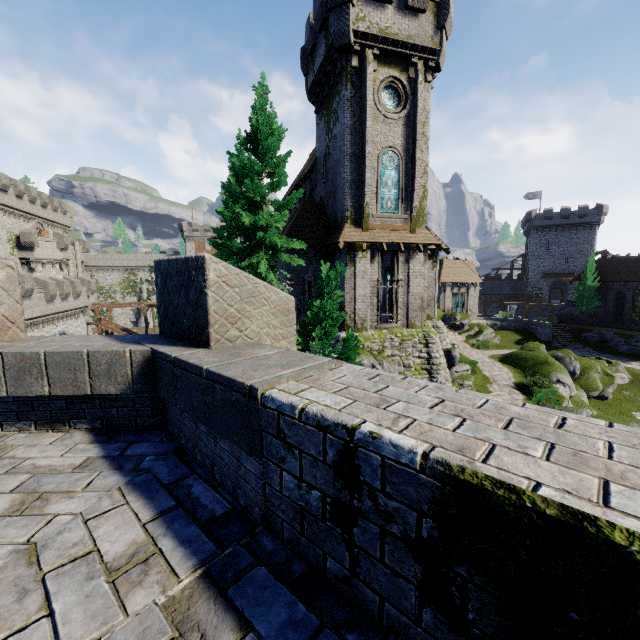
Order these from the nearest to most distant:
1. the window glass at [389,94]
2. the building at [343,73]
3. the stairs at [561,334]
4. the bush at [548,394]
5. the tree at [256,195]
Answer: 1. the tree at [256,195]
2. the building at [343,73]
3. the window glass at [389,94]
4. the bush at [548,394]
5. the stairs at [561,334]

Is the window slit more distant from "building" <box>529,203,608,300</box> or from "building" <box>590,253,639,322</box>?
"building" <box>529,203,608,300</box>

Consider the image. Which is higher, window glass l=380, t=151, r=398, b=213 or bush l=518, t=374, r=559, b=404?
window glass l=380, t=151, r=398, b=213

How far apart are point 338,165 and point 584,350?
36.78m

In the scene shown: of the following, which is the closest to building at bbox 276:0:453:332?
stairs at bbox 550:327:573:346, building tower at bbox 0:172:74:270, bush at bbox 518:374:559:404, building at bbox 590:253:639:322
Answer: bush at bbox 518:374:559:404

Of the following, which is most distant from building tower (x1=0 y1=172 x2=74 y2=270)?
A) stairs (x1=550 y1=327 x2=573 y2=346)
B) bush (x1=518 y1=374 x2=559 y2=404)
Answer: stairs (x1=550 y1=327 x2=573 y2=346)

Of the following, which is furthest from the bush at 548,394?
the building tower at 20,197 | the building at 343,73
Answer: the building tower at 20,197

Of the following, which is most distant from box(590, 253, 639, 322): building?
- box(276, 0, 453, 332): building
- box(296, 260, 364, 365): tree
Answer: box(296, 260, 364, 365): tree
